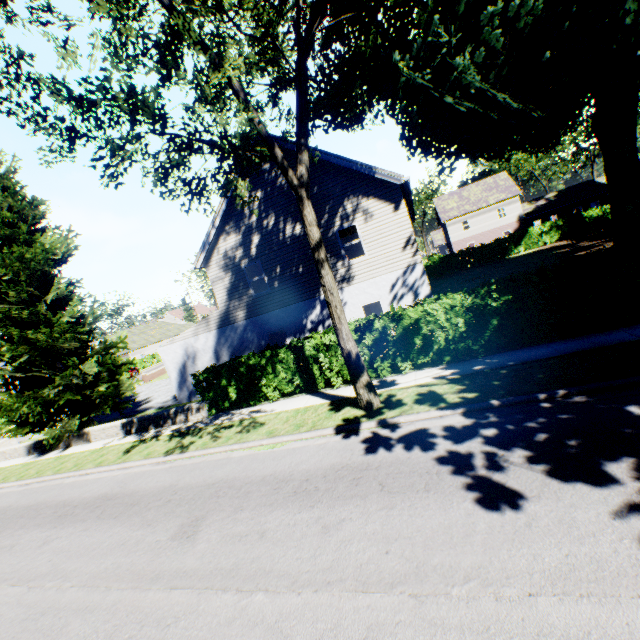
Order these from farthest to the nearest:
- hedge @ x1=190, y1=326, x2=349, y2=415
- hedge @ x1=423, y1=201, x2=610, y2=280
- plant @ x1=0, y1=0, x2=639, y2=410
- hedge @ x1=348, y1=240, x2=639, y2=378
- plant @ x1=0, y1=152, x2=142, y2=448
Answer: hedge @ x1=423, y1=201, x2=610, y2=280 → plant @ x1=0, y1=152, x2=142, y2=448 → hedge @ x1=190, y1=326, x2=349, y2=415 → hedge @ x1=348, y1=240, x2=639, y2=378 → plant @ x1=0, y1=0, x2=639, y2=410

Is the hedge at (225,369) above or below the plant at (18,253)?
below

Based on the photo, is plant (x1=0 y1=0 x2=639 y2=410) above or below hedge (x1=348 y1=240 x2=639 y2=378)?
above

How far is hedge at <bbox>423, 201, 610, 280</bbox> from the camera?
30.5m

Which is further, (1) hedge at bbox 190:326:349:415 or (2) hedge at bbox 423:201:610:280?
(2) hedge at bbox 423:201:610:280

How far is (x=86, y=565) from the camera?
6.8 meters

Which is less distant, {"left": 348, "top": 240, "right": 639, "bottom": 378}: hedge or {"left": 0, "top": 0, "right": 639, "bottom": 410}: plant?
{"left": 0, "top": 0, "right": 639, "bottom": 410}: plant

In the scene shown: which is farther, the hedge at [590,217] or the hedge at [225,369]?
the hedge at [590,217]
